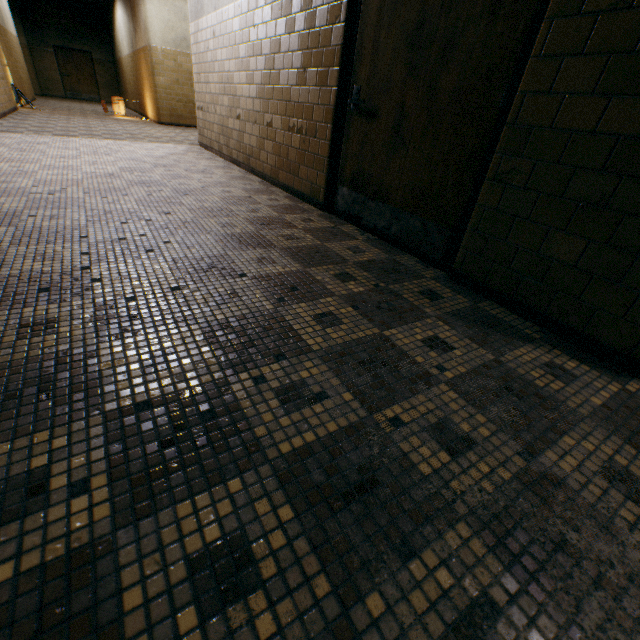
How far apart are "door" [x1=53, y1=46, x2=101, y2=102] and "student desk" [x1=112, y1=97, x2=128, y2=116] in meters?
9.9 m

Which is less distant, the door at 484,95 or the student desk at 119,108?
the door at 484,95

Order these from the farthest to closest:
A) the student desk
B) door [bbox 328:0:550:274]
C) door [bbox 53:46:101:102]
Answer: door [bbox 53:46:101:102]
the student desk
door [bbox 328:0:550:274]

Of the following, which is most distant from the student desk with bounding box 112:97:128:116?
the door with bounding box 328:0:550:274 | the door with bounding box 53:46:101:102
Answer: the door with bounding box 328:0:550:274

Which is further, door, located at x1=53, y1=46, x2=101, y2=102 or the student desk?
door, located at x1=53, y1=46, x2=101, y2=102

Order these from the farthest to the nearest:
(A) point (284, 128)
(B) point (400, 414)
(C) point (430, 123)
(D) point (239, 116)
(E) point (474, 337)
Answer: (D) point (239, 116)
(A) point (284, 128)
(C) point (430, 123)
(E) point (474, 337)
(B) point (400, 414)

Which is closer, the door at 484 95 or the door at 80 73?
the door at 484 95
